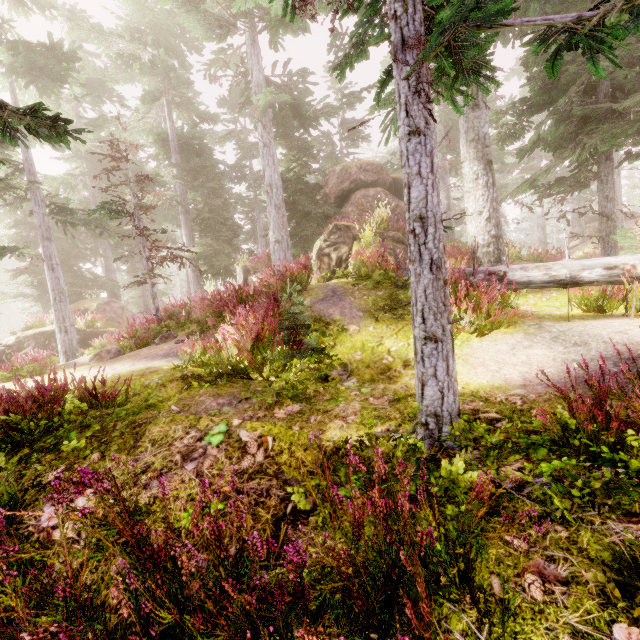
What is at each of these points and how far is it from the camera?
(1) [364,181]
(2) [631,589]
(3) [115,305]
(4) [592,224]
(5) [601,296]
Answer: (1) rock, 16.5 meters
(2) instancedfoliageactor, 1.4 meters
(3) rock, 22.6 meters
(4) rock, 35.4 meters
(5) instancedfoliageactor, 6.8 meters

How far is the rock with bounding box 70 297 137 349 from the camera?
19.4m

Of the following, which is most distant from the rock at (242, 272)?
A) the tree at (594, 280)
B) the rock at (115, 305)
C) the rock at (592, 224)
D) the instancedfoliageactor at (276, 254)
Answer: the rock at (592, 224)

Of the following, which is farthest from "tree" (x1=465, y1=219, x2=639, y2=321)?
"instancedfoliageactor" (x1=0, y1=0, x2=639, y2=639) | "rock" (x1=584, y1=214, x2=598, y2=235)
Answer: "rock" (x1=584, y1=214, x2=598, y2=235)

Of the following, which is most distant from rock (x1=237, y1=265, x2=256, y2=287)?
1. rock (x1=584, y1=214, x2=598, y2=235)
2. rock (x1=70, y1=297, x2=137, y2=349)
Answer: rock (x1=584, y1=214, x2=598, y2=235)

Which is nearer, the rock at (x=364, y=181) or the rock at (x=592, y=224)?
the rock at (x=364, y=181)

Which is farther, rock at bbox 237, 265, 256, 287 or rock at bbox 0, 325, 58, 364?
rock at bbox 0, 325, 58, 364

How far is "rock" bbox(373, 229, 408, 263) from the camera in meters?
11.1 m
